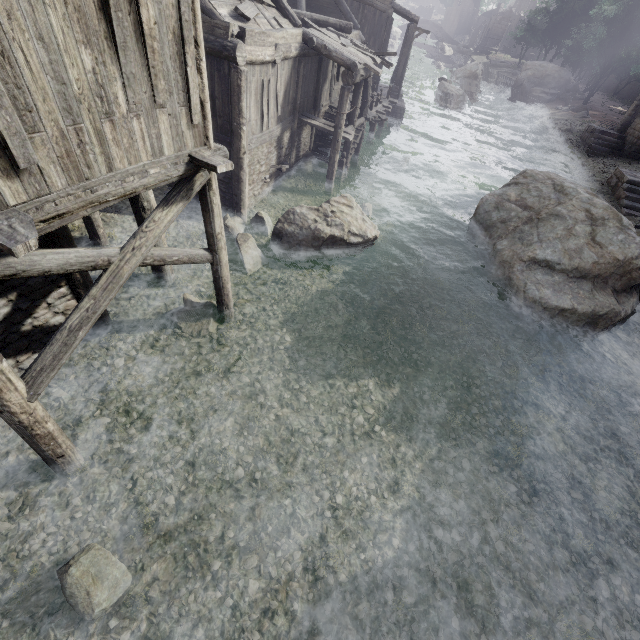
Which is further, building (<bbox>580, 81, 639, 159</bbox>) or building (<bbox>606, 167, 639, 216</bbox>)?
building (<bbox>580, 81, 639, 159</bbox>)

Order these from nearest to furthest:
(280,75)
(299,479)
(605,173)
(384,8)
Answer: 1. (299,479)
2. (280,75)
3. (605,173)
4. (384,8)

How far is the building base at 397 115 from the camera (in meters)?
25.53

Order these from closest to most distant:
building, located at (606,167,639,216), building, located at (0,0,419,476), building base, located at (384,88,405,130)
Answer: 1. building, located at (0,0,419,476)
2. building, located at (606,167,639,216)
3. building base, located at (384,88,405,130)

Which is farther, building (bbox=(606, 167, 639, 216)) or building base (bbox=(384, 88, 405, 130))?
building base (bbox=(384, 88, 405, 130))

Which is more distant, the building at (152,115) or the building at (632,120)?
the building at (632,120)

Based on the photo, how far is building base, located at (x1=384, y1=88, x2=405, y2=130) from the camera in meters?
25.5 m
